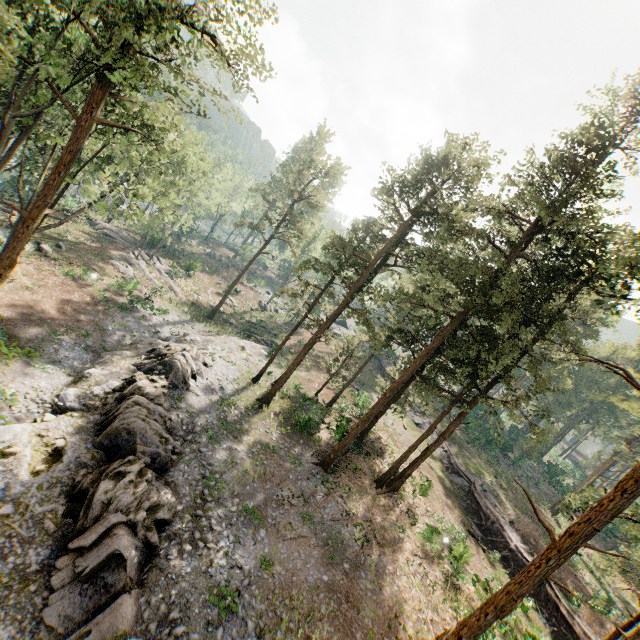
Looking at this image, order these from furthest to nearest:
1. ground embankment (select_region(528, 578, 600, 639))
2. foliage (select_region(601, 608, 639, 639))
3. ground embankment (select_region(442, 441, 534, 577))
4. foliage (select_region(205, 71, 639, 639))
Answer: ground embankment (select_region(442, 441, 534, 577)) → ground embankment (select_region(528, 578, 600, 639)) → foliage (select_region(205, 71, 639, 639)) → foliage (select_region(601, 608, 639, 639))

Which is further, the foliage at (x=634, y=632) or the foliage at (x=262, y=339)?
the foliage at (x=262, y=339)

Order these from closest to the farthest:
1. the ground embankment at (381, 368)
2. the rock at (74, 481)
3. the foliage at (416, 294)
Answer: the rock at (74, 481) → the foliage at (416, 294) → the ground embankment at (381, 368)

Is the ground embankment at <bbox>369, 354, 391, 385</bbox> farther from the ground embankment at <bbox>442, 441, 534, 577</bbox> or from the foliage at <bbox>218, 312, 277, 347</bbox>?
the foliage at <bbox>218, 312, 277, 347</bbox>

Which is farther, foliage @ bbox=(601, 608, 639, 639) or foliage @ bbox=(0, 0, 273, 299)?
foliage @ bbox=(0, 0, 273, 299)

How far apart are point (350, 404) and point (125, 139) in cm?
3499

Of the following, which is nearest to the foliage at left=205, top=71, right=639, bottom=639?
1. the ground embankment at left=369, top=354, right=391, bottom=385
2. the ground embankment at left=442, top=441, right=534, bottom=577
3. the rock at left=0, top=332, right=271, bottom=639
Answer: the ground embankment at left=442, top=441, right=534, bottom=577
